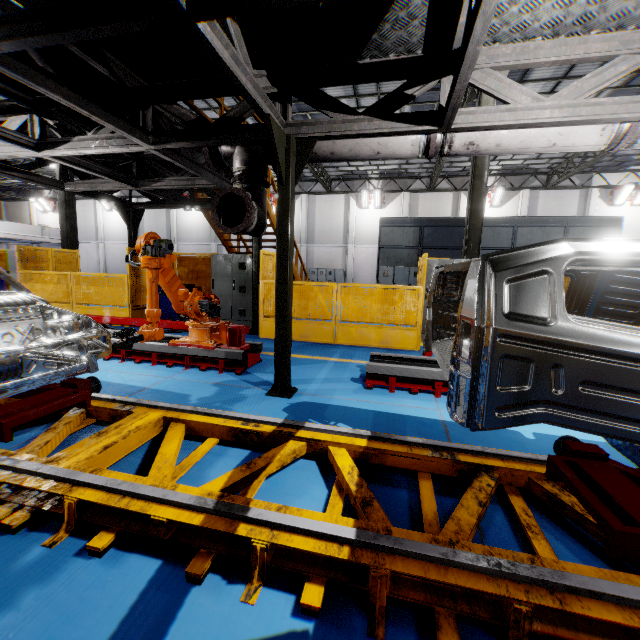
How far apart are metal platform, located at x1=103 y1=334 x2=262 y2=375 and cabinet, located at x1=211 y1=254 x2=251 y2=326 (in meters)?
3.04

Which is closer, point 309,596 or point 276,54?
point 309,596

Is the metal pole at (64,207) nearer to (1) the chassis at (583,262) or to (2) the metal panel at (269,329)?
(2) the metal panel at (269,329)

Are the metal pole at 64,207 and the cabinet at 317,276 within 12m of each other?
no

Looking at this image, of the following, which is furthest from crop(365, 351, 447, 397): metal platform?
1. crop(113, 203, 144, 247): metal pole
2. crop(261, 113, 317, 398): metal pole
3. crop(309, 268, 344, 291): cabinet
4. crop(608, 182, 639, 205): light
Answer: crop(608, 182, 639, 205): light

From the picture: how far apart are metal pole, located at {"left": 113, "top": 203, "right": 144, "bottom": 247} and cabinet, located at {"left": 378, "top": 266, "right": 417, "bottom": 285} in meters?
9.9

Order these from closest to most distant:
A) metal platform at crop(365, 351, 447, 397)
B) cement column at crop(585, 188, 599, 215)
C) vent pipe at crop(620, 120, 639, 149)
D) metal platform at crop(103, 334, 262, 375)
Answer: vent pipe at crop(620, 120, 639, 149)
metal platform at crop(365, 351, 447, 397)
metal platform at crop(103, 334, 262, 375)
cement column at crop(585, 188, 599, 215)

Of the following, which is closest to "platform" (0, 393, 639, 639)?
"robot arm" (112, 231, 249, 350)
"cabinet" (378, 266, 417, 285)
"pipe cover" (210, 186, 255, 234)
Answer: "robot arm" (112, 231, 249, 350)
